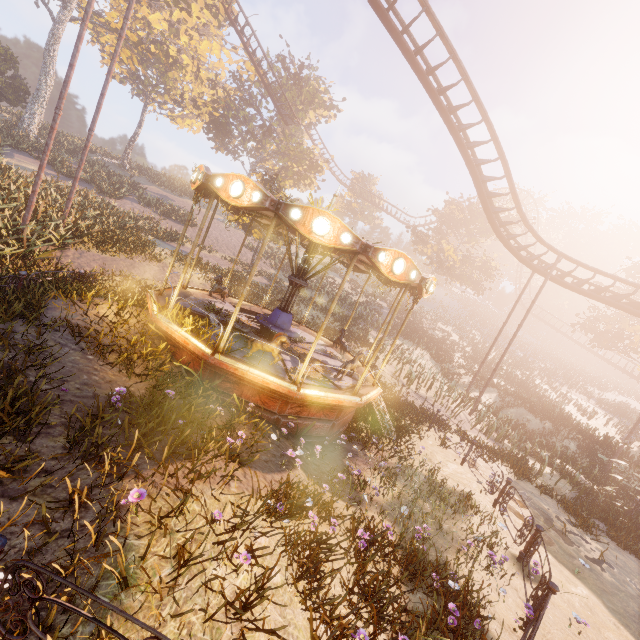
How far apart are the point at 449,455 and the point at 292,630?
9.34m

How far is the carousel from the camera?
6.7m

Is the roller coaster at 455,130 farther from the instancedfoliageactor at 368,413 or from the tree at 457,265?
the instancedfoliageactor at 368,413

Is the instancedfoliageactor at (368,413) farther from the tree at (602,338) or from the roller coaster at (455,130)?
the tree at (602,338)

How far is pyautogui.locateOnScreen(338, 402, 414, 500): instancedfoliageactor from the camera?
8.12m

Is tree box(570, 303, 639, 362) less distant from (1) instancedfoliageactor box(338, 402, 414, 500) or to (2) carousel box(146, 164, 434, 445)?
(2) carousel box(146, 164, 434, 445)

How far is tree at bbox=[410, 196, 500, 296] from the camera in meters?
33.9 m

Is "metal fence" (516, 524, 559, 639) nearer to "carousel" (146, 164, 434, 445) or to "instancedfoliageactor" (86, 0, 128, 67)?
"carousel" (146, 164, 434, 445)
